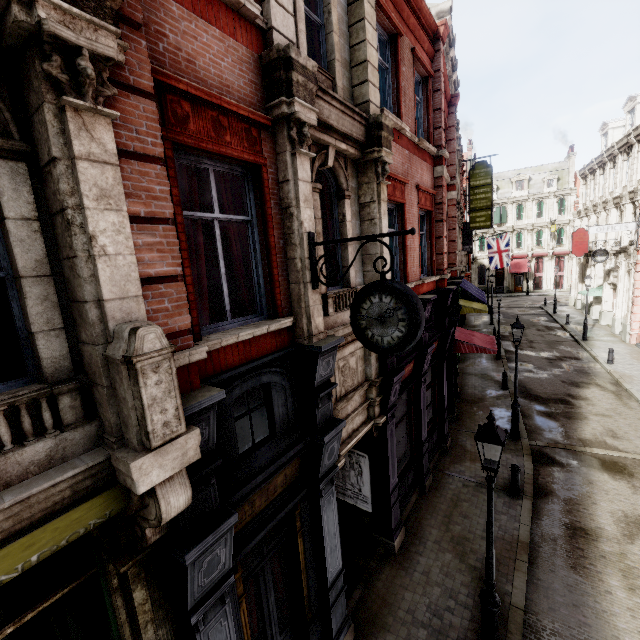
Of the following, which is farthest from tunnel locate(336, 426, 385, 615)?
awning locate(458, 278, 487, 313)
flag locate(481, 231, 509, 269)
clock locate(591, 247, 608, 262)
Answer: flag locate(481, 231, 509, 269)

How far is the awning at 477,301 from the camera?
20.9m

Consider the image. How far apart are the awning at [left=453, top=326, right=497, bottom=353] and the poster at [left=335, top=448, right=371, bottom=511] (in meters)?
7.70

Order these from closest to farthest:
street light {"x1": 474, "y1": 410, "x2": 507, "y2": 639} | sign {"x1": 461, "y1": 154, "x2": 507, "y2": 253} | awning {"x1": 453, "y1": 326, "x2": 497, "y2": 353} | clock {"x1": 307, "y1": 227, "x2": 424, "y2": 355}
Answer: clock {"x1": 307, "y1": 227, "x2": 424, "y2": 355} < street light {"x1": 474, "y1": 410, "x2": 507, "y2": 639} < awning {"x1": 453, "y1": 326, "x2": 497, "y2": 353} < sign {"x1": 461, "y1": 154, "x2": 507, "y2": 253}

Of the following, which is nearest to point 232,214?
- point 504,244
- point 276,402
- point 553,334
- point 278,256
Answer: point 278,256

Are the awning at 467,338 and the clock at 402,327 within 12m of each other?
yes

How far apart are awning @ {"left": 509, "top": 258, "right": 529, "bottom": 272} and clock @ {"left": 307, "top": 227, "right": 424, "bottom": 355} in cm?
5072

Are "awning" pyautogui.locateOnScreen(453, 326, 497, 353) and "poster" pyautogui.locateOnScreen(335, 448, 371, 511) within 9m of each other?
yes
